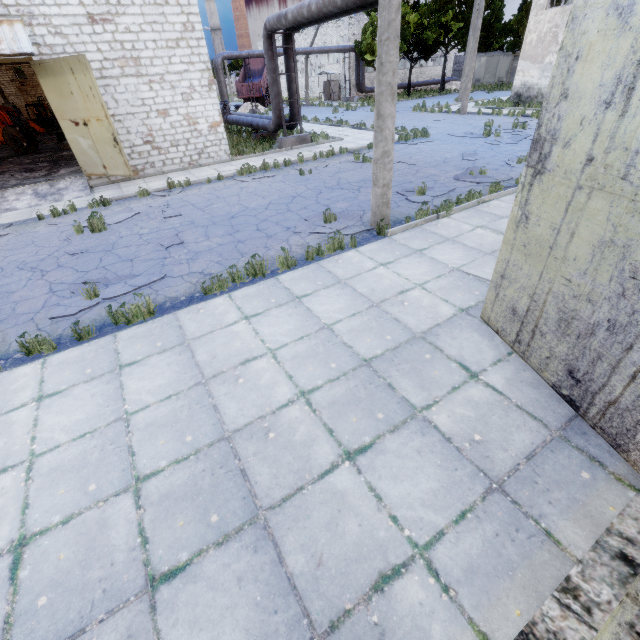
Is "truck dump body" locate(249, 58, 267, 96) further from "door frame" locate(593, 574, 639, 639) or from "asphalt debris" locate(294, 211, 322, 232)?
"door frame" locate(593, 574, 639, 639)

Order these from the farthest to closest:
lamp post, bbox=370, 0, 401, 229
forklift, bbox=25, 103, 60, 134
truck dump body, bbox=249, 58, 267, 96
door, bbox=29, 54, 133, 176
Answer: truck dump body, bbox=249, 58, 267, 96 → forklift, bbox=25, 103, 60, 134 → door, bbox=29, 54, 133, 176 → lamp post, bbox=370, 0, 401, 229

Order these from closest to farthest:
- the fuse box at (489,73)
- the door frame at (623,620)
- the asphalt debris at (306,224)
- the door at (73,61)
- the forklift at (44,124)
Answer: the door frame at (623,620), the asphalt debris at (306,224), the door at (73,61), the forklift at (44,124), the fuse box at (489,73)

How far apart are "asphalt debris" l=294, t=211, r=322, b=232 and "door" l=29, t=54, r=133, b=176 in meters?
8.6 m

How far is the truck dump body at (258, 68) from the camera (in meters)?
38.91

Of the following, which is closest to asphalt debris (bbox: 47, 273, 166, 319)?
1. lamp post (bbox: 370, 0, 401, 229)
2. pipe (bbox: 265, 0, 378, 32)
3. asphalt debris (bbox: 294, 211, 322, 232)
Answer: asphalt debris (bbox: 294, 211, 322, 232)

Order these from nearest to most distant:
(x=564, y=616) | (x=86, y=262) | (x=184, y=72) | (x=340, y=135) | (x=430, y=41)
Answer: (x=564, y=616) < (x=86, y=262) < (x=184, y=72) < (x=340, y=135) < (x=430, y=41)

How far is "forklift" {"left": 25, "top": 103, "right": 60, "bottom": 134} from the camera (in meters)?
28.91
